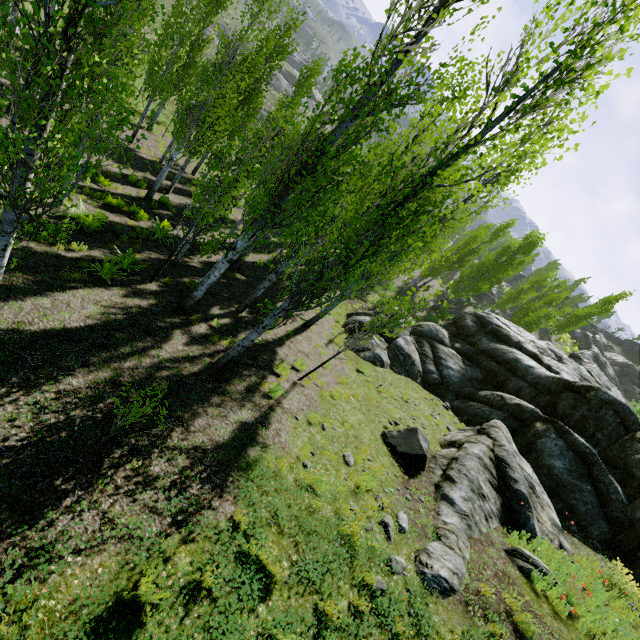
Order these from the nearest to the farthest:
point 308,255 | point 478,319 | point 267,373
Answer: point 267,373 → point 478,319 → point 308,255

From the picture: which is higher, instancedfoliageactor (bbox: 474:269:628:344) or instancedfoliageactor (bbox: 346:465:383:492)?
instancedfoliageactor (bbox: 474:269:628:344)

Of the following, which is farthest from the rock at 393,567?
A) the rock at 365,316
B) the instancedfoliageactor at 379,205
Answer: the instancedfoliageactor at 379,205

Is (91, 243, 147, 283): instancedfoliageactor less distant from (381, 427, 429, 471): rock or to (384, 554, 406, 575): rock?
(381, 427, 429, 471): rock

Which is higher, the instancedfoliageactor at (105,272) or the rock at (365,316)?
the instancedfoliageactor at (105,272)

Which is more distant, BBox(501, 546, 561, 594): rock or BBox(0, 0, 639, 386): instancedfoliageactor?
BBox(501, 546, 561, 594): rock

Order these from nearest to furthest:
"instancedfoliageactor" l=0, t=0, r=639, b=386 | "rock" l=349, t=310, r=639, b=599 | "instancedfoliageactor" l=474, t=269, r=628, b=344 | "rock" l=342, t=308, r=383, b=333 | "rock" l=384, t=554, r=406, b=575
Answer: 1. "instancedfoliageactor" l=0, t=0, r=639, b=386
2. "rock" l=384, t=554, r=406, b=575
3. "rock" l=349, t=310, r=639, b=599
4. "rock" l=342, t=308, r=383, b=333
5. "instancedfoliageactor" l=474, t=269, r=628, b=344
